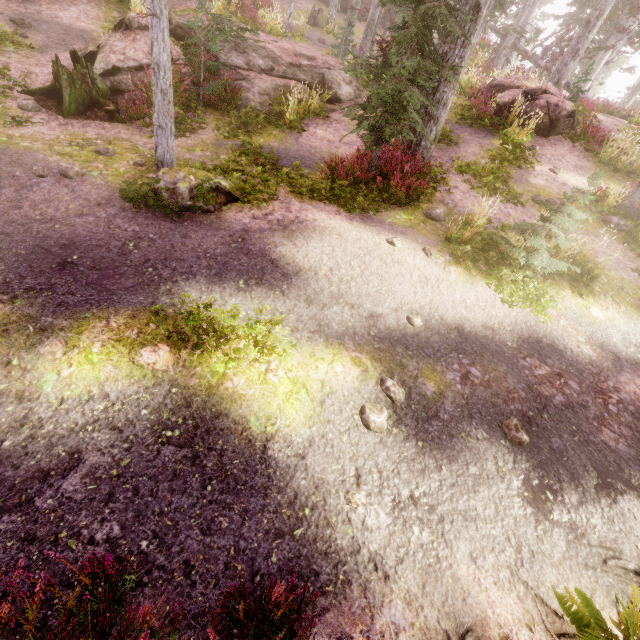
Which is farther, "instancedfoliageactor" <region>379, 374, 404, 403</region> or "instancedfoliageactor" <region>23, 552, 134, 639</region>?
"instancedfoliageactor" <region>379, 374, 404, 403</region>

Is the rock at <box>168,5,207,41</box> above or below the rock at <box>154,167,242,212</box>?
above

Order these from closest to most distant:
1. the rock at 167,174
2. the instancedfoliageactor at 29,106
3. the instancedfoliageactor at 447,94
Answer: the rock at 167,174, the instancedfoliageactor at 447,94, the instancedfoliageactor at 29,106

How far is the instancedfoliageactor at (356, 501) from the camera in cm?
375

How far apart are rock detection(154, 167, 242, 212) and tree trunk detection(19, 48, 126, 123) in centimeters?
352cm

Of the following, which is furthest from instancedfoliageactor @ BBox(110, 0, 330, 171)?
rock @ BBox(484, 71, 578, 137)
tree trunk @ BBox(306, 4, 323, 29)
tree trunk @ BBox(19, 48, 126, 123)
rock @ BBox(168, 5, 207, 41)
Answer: tree trunk @ BBox(19, 48, 126, 123)

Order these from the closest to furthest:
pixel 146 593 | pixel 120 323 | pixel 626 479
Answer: pixel 146 593, pixel 120 323, pixel 626 479

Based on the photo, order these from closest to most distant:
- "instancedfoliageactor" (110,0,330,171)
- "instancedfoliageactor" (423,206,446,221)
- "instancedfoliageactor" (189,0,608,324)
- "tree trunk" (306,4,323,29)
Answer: "instancedfoliageactor" (110,0,330,171) → "instancedfoliageactor" (189,0,608,324) → "instancedfoliageactor" (423,206,446,221) → "tree trunk" (306,4,323,29)
